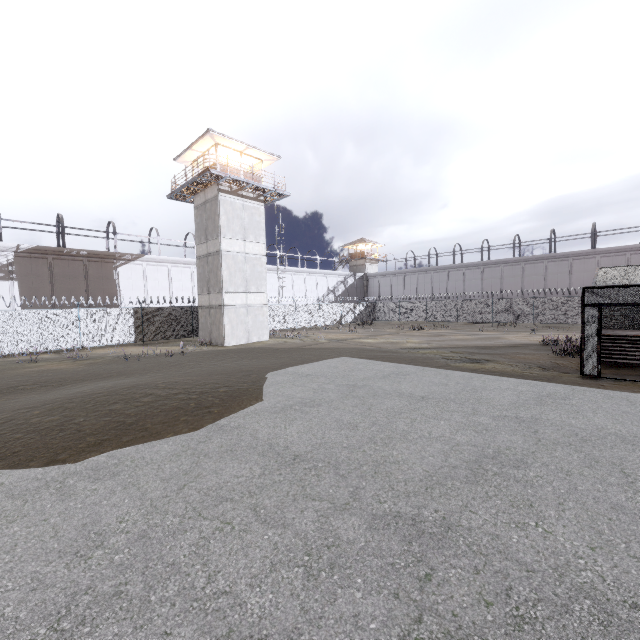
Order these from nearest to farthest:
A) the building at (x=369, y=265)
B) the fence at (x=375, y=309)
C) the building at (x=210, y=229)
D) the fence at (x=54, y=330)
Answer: the fence at (x=54, y=330) → the building at (x=210, y=229) → the fence at (x=375, y=309) → the building at (x=369, y=265)

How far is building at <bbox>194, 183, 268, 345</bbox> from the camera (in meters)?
23.62

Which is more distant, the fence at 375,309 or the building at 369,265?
the building at 369,265

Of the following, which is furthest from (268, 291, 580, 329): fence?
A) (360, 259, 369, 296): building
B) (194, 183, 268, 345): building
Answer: (360, 259, 369, 296): building

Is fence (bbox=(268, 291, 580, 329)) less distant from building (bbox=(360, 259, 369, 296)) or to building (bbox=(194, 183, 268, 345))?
building (bbox=(194, 183, 268, 345))

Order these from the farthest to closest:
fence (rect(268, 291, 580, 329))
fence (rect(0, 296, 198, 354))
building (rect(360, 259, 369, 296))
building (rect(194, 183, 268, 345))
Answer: building (rect(360, 259, 369, 296)) → fence (rect(268, 291, 580, 329)) → building (rect(194, 183, 268, 345)) → fence (rect(0, 296, 198, 354))

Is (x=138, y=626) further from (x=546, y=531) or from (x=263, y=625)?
(x=546, y=531)
